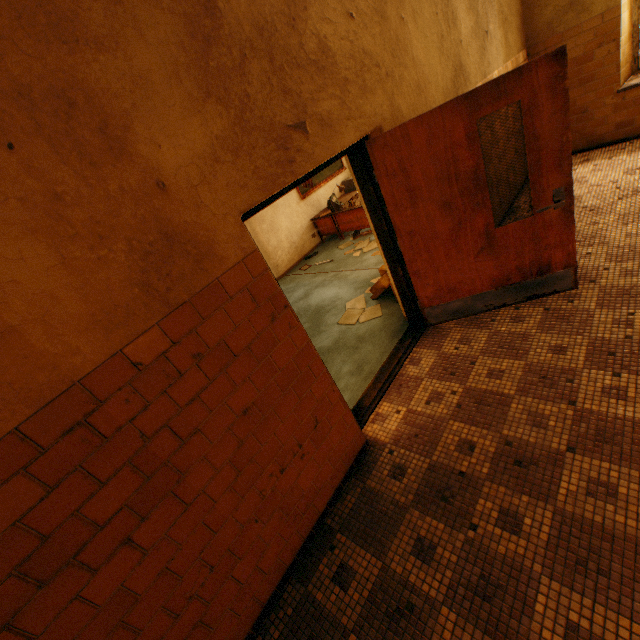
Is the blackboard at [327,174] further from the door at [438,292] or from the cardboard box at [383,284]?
the door at [438,292]

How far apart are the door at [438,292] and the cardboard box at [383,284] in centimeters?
45cm

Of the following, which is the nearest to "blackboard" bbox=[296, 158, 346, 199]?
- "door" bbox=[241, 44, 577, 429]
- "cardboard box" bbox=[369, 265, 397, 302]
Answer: "cardboard box" bbox=[369, 265, 397, 302]

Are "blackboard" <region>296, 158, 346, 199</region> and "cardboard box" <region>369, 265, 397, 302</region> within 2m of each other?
no

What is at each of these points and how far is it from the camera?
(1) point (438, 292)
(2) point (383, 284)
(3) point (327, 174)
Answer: (1) door, 3.5m
(2) cardboard box, 4.6m
(3) blackboard, 8.5m

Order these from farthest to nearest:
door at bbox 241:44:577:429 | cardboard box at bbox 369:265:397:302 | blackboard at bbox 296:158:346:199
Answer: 1. blackboard at bbox 296:158:346:199
2. cardboard box at bbox 369:265:397:302
3. door at bbox 241:44:577:429

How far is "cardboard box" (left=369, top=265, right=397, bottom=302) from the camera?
4.6 meters

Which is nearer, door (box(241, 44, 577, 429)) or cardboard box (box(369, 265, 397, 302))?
Answer: door (box(241, 44, 577, 429))
